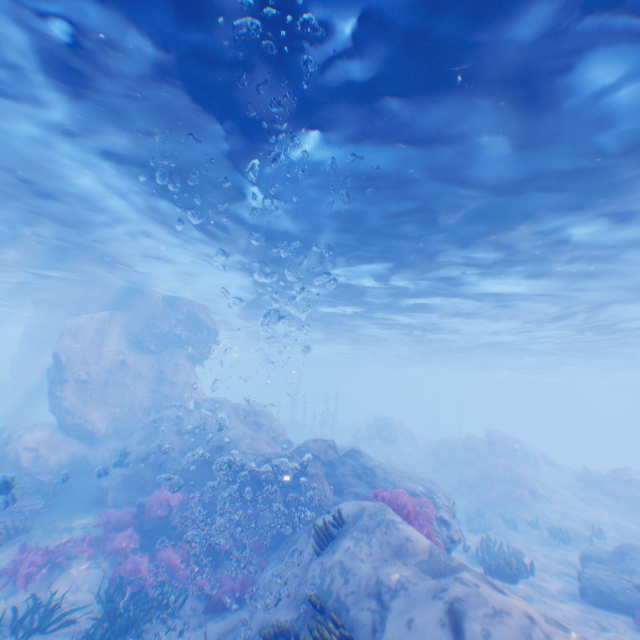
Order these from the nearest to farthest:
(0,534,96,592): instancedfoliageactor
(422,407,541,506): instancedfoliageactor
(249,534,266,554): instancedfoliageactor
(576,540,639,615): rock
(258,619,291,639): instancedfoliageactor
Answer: (258,619,291,639): instancedfoliageactor < (0,534,96,592): instancedfoliageactor < (576,540,639,615): rock < (249,534,266,554): instancedfoliageactor < (422,407,541,506): instancedfoliageactor

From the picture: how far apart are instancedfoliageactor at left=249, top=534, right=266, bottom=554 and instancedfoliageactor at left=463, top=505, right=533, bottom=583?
10.00m

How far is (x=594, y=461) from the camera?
49.2 meters

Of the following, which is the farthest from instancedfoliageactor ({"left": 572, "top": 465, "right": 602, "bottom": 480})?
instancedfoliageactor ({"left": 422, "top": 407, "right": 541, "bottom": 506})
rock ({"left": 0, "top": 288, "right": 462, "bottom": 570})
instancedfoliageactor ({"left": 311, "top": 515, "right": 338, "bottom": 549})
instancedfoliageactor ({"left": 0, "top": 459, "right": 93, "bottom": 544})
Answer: instancedfoliageactor ({"left": 0, "top": 459, "right": 93, "bottom": 544})

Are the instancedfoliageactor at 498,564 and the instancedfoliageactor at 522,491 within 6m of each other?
no

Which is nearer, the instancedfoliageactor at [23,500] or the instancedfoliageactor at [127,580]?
the instancedfoliageactor at [127,580]

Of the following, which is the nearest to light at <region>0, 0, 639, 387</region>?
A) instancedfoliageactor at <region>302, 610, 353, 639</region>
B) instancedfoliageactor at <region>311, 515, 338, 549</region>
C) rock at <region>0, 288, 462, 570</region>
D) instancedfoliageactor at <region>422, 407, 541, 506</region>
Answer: rock at <region>0, 288, 462, 570</region>

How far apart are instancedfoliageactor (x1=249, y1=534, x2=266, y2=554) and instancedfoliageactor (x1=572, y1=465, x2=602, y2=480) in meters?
23.9
